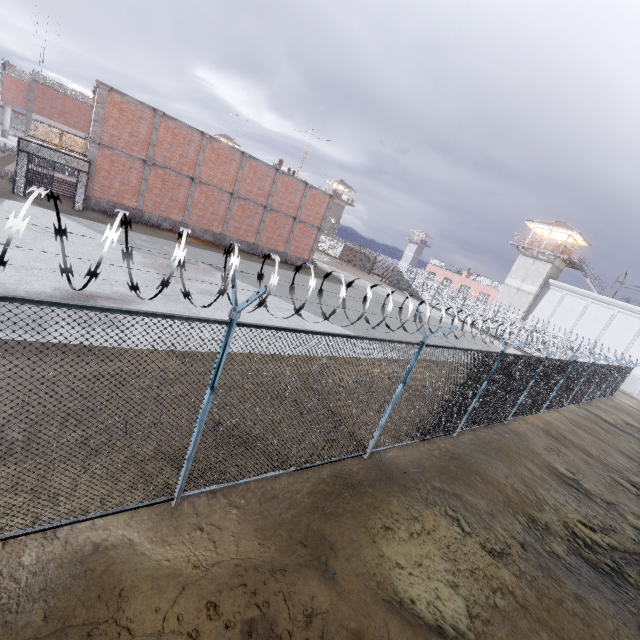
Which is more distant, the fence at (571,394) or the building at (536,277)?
the building at (536,277)

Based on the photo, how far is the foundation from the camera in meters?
20.5

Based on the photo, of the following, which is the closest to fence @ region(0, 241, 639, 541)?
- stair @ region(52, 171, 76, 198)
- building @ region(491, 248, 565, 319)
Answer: building @ region(491, 248, 565, 319)

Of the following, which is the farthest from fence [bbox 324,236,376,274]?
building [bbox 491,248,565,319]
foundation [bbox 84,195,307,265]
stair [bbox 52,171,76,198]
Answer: stair [bbox 52,171,76,198]

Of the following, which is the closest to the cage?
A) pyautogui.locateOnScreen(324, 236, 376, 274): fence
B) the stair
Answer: the stair

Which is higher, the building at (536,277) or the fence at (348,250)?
the building at (536,277)

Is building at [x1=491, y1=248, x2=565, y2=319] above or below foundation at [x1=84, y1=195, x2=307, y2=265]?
above

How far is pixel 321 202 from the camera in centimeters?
2930cm
